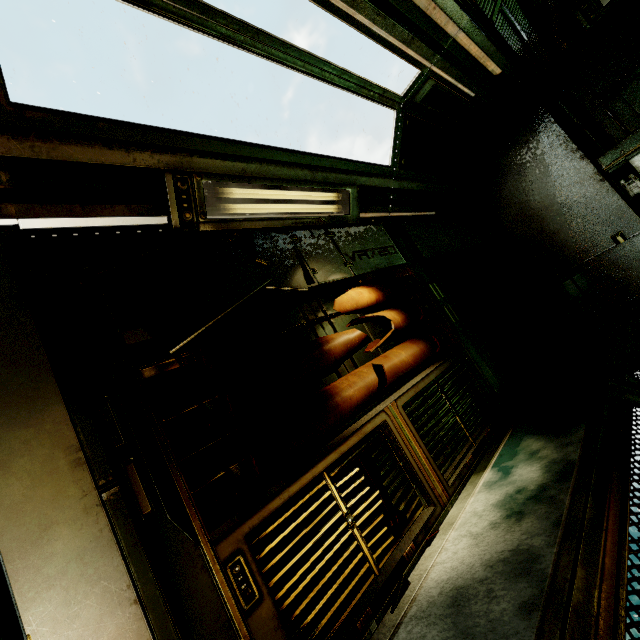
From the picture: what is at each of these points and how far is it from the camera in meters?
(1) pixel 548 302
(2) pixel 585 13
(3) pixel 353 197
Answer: (1) crate, 5.2
(2) ceiling light, 4.5
(3) ceiling light, 3.4

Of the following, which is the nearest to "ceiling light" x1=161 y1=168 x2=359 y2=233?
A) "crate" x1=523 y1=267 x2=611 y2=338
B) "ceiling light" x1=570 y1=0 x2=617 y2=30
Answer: "crate" x1=523 y1=267 x2=611 y2=338

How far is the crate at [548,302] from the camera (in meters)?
4.77

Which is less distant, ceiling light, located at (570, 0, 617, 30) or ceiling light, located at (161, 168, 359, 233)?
ceiling light, located at (161, 168, 359, 233)

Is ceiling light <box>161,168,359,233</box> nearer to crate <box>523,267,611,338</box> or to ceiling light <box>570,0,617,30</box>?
crate <box>523,267,611,338</box>

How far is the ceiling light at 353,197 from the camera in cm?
215

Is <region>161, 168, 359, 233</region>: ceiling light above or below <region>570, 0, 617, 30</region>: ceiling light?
below
